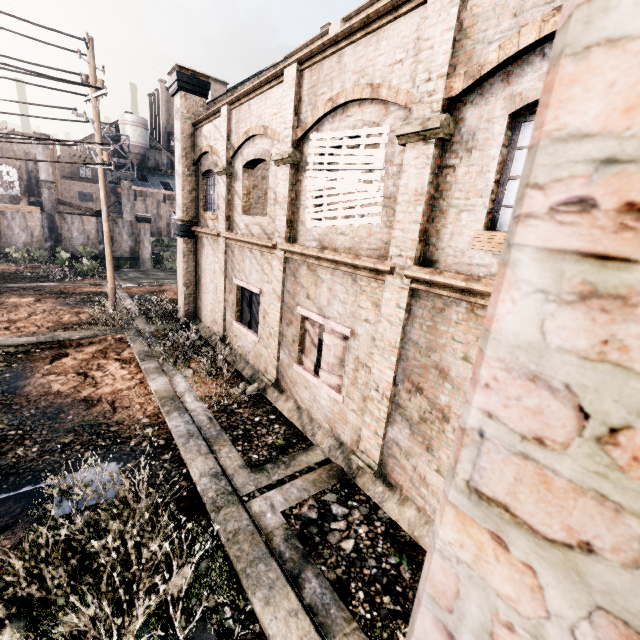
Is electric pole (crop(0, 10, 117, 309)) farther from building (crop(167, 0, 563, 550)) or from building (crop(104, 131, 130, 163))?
building (crop(104, 131, 130, 163))

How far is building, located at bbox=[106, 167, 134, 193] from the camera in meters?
58.9 m

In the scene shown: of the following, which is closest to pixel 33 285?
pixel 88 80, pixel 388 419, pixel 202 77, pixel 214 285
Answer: pixel 88 80

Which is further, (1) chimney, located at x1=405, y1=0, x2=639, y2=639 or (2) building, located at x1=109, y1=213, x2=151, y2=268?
(2) building, located at x1=109, y1=213, x2=151, y2=268

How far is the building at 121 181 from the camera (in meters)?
58.91

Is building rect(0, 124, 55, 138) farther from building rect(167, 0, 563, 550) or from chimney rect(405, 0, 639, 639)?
chimney rect(405, 0, 639, 639)

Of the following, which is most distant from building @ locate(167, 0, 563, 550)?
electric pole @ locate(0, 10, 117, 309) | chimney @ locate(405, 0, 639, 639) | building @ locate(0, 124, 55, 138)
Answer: building @ locate(0, 124, 55, 138)

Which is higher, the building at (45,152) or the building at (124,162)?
the building at (124,162)
